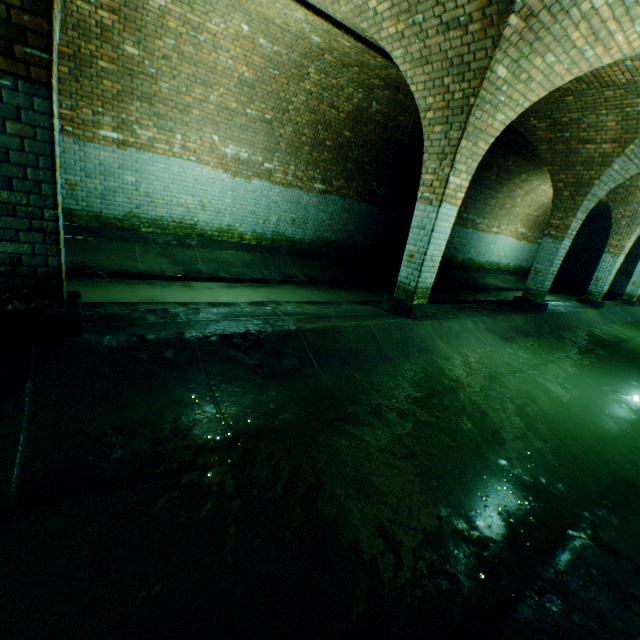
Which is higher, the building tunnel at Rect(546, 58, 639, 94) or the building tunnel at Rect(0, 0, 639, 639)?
the building tunnel at Rect(546, 58, 639, 94)

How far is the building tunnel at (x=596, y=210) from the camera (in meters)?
15.33

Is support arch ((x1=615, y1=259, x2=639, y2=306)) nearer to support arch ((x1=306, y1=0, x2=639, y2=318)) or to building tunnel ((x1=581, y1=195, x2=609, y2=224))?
building tunnel ((x1=581, y1=195, x2=609, y2=224))

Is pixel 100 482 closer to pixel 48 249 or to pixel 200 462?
pixel 200 462

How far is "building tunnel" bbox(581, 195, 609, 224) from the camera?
15.3 meters

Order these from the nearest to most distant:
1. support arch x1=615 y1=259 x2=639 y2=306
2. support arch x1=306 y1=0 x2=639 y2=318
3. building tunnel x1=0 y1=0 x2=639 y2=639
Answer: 1. building tunnel x1=0 y1=0 x2=639 y2=639
2. support arch x1=306 y1=0 x2=639 y2=318
3. support arch x1=615 y1=259 x2=639 y2=306

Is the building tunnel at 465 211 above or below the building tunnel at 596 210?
below

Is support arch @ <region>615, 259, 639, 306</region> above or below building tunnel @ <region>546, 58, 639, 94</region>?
below
